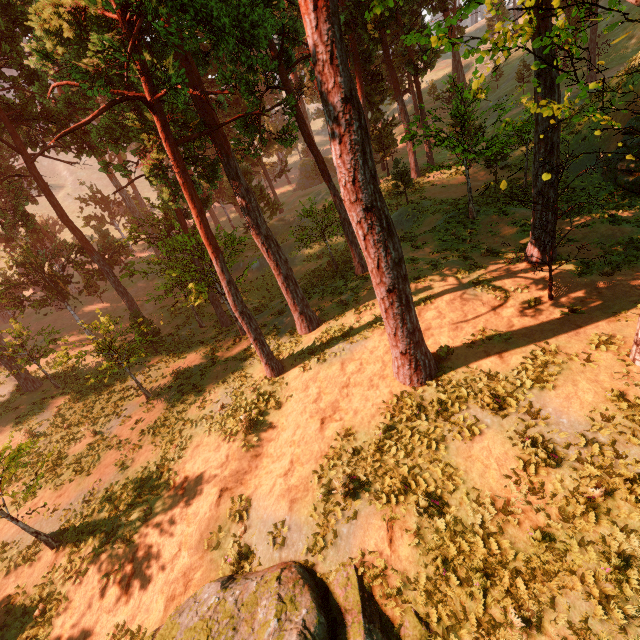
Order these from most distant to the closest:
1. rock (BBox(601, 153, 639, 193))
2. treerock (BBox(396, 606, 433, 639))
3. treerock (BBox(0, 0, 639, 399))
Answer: rock (BBox(601, 153, 639, 193)) < treerock (BBox(0, 0, 639, 399)) < treerock (BBox(396, 606, 433, 639))

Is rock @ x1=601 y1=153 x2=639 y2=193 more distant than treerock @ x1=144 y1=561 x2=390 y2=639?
Yes

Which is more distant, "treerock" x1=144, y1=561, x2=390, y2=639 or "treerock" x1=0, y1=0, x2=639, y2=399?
"treerock" x1=0, y1=0, x2=639, y2=399

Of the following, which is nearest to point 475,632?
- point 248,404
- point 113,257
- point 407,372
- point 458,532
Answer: point 458,532

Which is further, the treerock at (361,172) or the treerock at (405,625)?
the treerock at (361,172)
